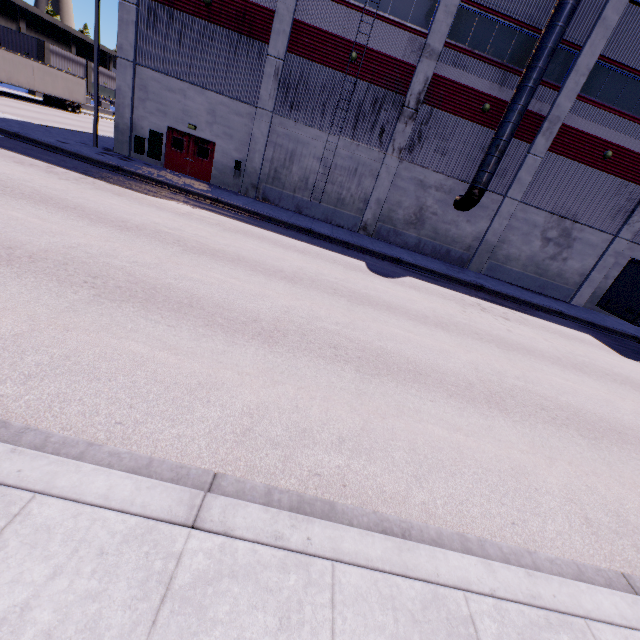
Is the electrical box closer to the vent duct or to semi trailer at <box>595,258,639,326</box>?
the vent duct

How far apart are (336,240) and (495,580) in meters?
15.6 m

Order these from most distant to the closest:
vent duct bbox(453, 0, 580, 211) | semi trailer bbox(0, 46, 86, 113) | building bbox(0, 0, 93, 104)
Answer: building bbox(0, 0, 93, 104), semi trailer bbox(0, 46, 86, 113), vent duct bbox(453, 0, 580, 211)

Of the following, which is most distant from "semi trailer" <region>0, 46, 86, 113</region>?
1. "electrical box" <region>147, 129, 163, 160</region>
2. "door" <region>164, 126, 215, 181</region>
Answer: "door" <region>164, 126, 215, 181</region>

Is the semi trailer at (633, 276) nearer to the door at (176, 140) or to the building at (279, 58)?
the building at (279, 58)

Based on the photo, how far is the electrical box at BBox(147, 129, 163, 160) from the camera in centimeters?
1928cm

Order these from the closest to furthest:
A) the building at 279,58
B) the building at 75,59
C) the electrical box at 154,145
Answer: the building at 279,58, the electrical box at 154,145, the building at 75,59

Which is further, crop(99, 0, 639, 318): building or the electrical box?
the electrical box
